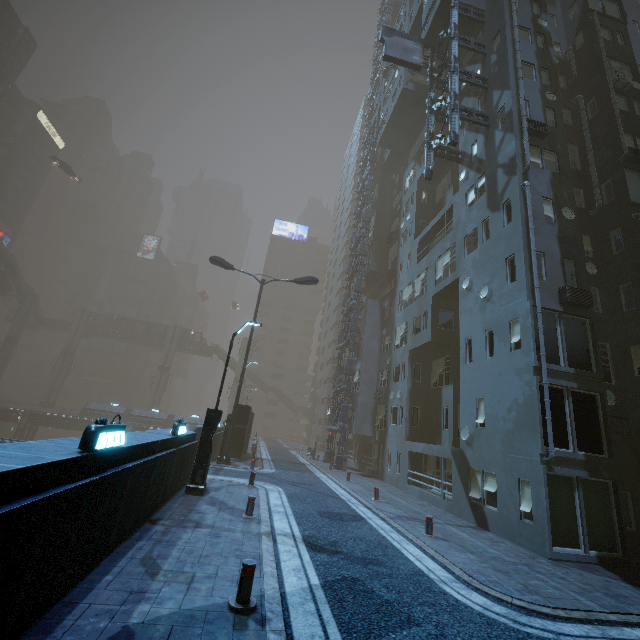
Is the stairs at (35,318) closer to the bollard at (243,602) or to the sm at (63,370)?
the sm at (63,370)

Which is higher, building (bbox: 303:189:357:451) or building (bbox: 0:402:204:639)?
building (bbox: 303:189:357:451)

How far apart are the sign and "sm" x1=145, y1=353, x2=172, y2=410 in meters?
54.1 m

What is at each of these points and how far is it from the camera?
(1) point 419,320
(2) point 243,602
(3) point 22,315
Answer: (1) building, 22.1 meters
(2) bollard, 5.1 meters
(3) sm, 53.1 meters

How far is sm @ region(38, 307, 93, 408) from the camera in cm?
5447

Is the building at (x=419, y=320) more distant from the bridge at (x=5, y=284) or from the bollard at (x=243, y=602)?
the bridge at (x=5, y=284)

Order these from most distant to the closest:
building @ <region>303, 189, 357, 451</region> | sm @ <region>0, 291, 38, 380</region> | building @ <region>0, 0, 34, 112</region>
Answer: building @ <region>0, 0, 34, 112</region>
sm @ <region>0, 291, 38, 380</region>
building @ <region>303, 189, 357, 451</region>

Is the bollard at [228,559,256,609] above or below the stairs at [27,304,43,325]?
below
